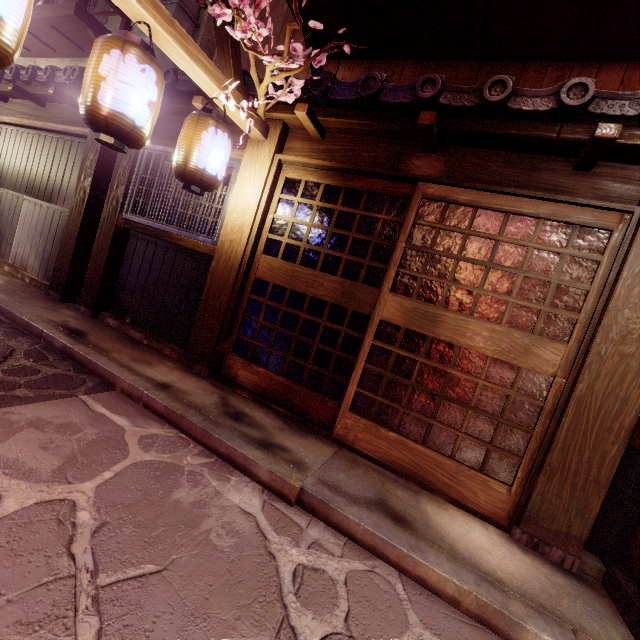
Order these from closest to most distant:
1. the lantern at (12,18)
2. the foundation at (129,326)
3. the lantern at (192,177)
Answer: the lantern at (12,18), the lantern at (192,177), the foundation at (129,326)

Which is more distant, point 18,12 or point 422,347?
point 422,347

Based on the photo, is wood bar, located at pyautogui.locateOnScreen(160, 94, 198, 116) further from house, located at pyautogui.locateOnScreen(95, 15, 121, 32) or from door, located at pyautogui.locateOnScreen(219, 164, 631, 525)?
door, located at pyautogui.locateOnScreen(219, 164, 631, 525)

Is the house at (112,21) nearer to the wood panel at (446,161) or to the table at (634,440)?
the wood panel at (446,161)

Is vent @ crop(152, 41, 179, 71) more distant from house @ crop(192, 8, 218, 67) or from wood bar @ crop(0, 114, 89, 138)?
wood bar @ crop(0, 114, 89, 138)

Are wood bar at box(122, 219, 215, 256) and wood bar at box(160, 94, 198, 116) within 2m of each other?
no

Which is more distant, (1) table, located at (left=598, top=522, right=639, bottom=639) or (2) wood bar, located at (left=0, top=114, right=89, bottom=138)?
(2) wood bar, located at (left=0, top=114, right=89, bottom=138)

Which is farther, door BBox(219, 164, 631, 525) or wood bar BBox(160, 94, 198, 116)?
wood bar BBox(160, 94, 198, 116)
